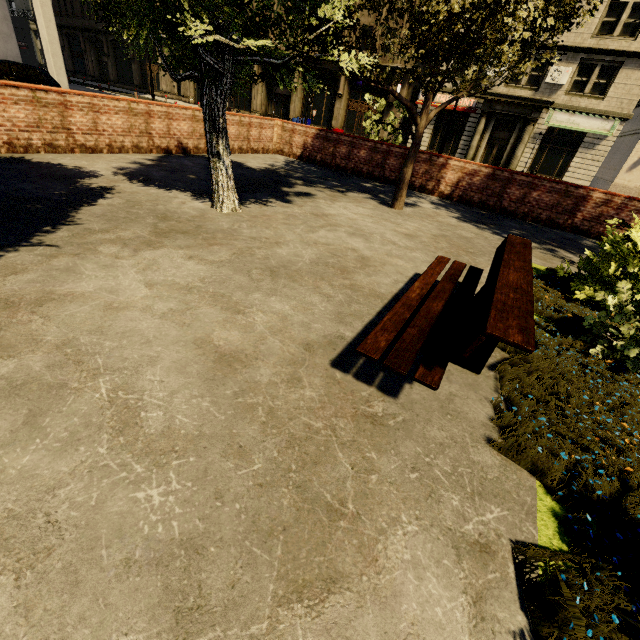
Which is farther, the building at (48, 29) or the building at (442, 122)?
the building at (442, 122)

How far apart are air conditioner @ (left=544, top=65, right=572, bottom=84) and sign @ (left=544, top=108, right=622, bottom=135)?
1.3 meters

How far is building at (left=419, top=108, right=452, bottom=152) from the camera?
26.0 meters

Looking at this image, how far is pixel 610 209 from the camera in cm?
887

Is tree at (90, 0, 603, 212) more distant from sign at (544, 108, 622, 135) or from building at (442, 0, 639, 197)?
sign at (544, 108, 622, 135)

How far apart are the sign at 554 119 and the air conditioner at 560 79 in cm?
128

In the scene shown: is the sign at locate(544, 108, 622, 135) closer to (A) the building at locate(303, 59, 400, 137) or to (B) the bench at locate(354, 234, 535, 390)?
(A) the building at locate(303, 59, 400, 137)
